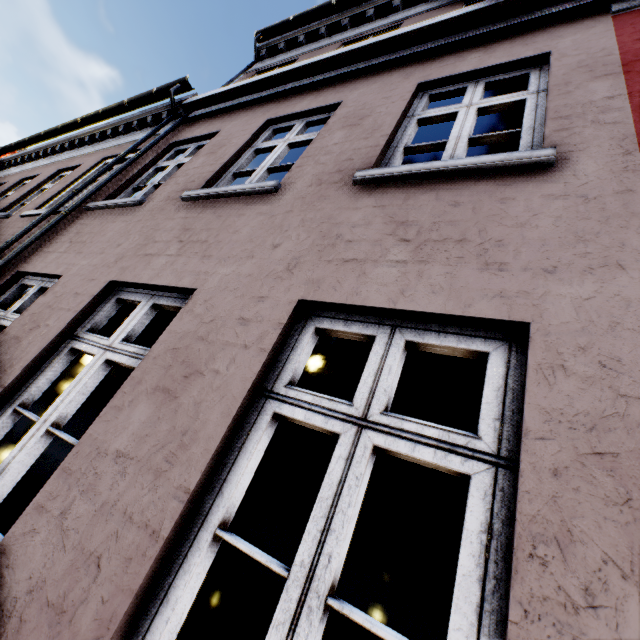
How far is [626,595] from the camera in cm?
79
